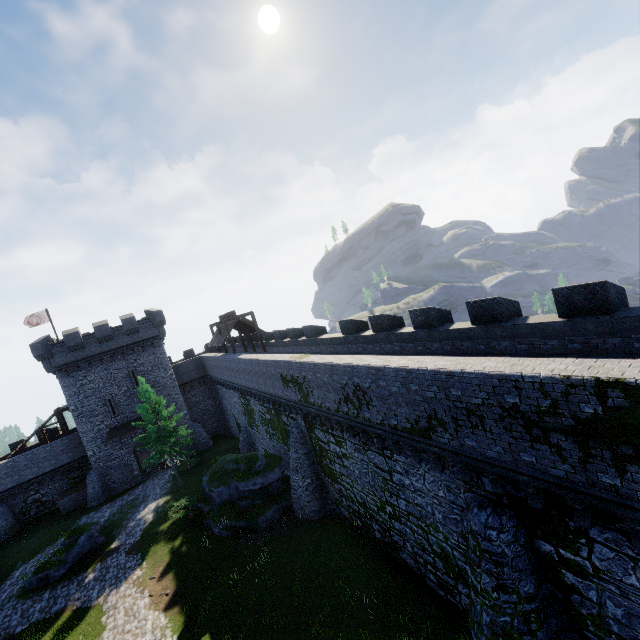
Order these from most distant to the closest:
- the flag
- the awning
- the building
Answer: the flag < the awning < the building

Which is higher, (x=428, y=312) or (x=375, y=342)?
(x=428, y=312)

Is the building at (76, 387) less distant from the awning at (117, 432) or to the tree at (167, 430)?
the awning at (117, 432)

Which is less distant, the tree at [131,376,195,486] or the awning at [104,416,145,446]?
the tree at [131,376,195,486]

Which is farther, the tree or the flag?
the flag

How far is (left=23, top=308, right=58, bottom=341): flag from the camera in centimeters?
3584cm

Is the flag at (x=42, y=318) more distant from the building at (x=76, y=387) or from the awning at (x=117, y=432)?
the awning at (x=117, y=432)

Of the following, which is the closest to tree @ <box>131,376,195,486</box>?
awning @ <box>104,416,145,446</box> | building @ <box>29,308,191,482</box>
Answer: awning @ <box>104,416,145,446</box>
